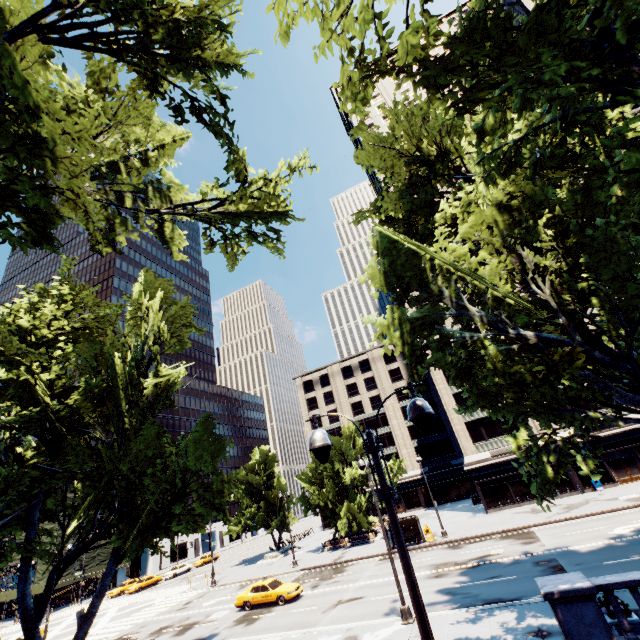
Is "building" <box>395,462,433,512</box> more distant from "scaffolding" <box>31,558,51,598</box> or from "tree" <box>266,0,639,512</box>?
"scaffolding" <box>31,558,51,598</box>

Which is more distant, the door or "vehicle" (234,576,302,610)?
the door

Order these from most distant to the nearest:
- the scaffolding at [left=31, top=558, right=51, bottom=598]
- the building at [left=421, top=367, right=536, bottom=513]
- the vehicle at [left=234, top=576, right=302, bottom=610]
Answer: the scaffolding at [left=31, top=558, right=51, bottom=598], the building at [left=421, top=367, right=536, bottom=513], the vehicle at [left=234, top=576, right=302, bottom=610]

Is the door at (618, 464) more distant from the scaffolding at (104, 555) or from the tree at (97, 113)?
the scaffolding at (104, 555)

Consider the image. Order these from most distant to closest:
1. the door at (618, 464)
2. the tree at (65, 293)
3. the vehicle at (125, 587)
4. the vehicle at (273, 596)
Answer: the vehicle at (125, 587) → the door at (618, 464) → the vehicle at (273, 596) → the tree at (65, 293)

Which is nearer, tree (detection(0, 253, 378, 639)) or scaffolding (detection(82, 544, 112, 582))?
tree (detection(0, 253, 378, 639))

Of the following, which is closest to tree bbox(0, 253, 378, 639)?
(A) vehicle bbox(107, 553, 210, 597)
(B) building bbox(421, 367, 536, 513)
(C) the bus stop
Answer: (C) the bus stop

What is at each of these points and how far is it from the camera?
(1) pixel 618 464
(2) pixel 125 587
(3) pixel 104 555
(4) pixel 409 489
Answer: (1) door, 34.7m
(2) vehicle, 47.8m
(3) scaffolding, 55.3m
(4) building, 58.7m
